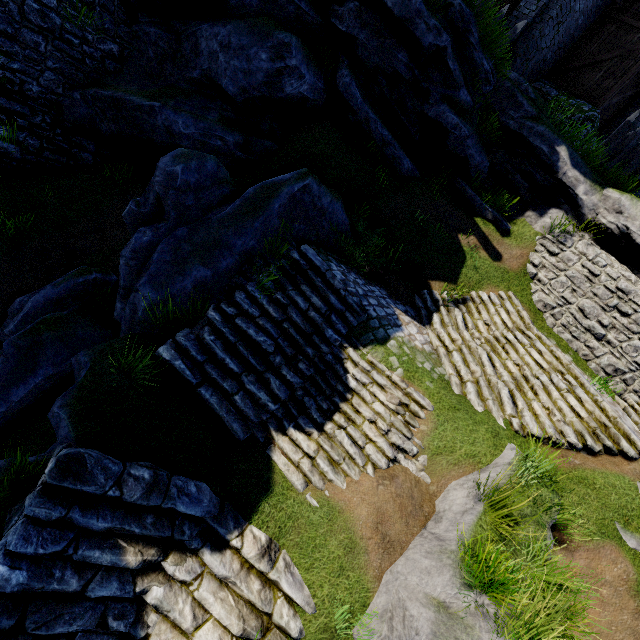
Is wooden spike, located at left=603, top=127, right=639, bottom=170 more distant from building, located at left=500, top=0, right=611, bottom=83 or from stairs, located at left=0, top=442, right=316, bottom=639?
stairs, located at left=0, top=442, right=316, bottom=639

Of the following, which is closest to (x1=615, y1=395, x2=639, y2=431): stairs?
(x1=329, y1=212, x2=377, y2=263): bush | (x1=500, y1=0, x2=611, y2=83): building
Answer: (x1=329, y1=212, x2=377, y2=263): bush

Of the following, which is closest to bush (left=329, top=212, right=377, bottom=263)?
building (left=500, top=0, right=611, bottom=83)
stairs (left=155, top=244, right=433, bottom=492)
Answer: stairs (left=155, top=244, right=433, bottom=492)

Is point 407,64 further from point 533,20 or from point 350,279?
point 533,20

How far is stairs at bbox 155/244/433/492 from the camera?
5.7m

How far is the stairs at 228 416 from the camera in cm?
566

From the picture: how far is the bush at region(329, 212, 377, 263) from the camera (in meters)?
8.90

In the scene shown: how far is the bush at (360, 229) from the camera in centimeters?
890cm
